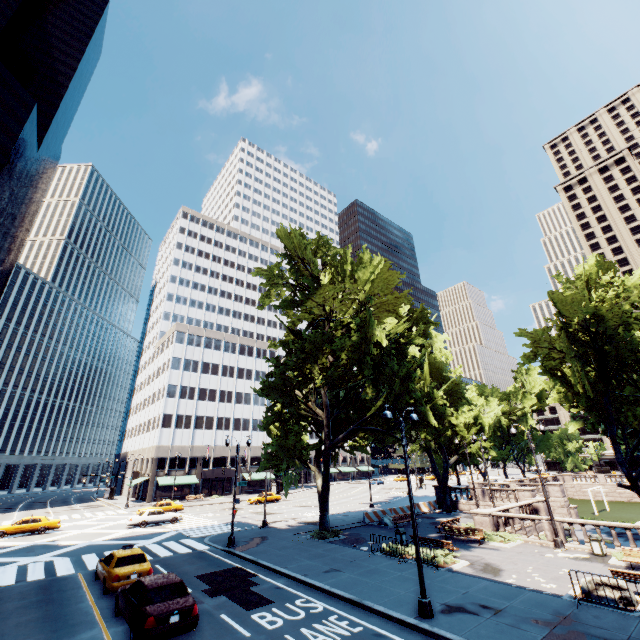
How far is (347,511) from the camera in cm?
3681

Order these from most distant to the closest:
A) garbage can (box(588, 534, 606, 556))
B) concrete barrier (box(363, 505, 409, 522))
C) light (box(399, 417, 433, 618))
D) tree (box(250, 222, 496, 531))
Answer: concrete barrier (box(363, 505, 409, 522))
tree (box(250, 222, 496, 531))
garbage can (box(588, 534, 606, 556))
light (box(399, 417, 433, 618))

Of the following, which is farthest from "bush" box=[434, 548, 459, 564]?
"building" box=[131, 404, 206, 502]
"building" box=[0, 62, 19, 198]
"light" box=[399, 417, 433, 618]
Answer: "building" box=[0, 62, 19, 198]

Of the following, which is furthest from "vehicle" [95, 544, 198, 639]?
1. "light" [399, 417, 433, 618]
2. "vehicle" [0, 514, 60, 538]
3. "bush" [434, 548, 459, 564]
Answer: "vehicle" [0, 514, 60, 538]

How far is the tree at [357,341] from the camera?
21.69m

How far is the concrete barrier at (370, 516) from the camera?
30.22m

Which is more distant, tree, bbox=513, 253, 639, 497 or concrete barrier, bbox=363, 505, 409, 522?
concrete barrier, bbox=363, 505, 409, 522

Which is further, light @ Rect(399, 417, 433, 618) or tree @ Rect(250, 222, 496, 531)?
tree @ Rect(250, 222, 496, 531)
